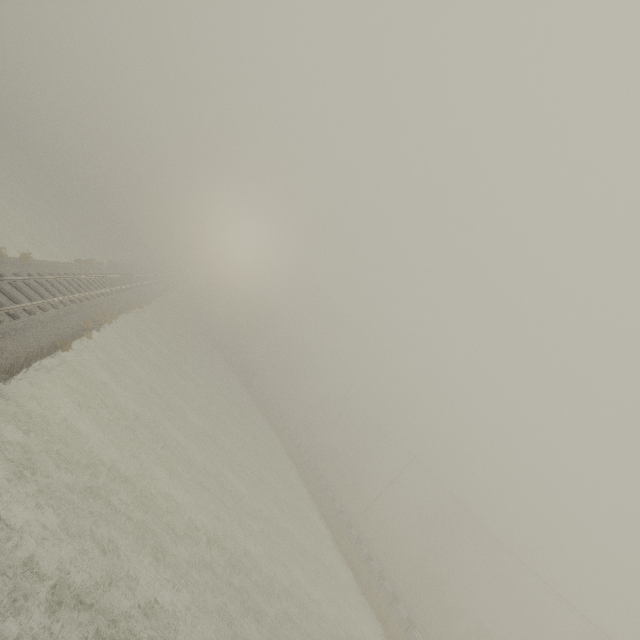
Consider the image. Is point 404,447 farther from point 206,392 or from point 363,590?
point 206,392
